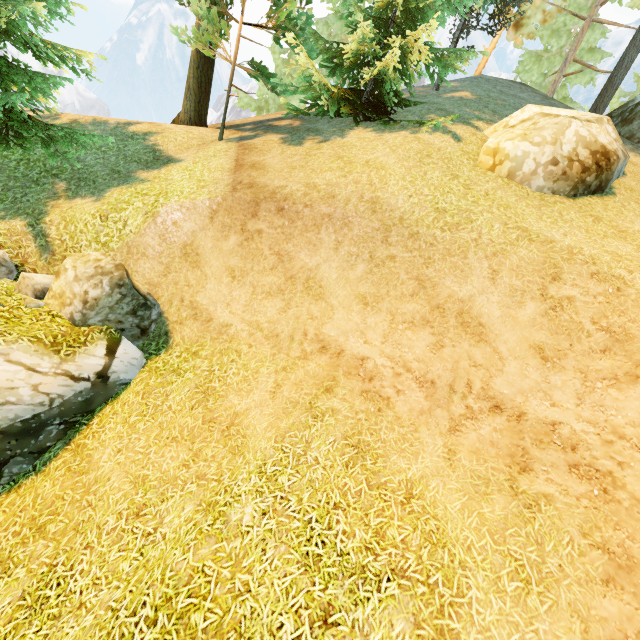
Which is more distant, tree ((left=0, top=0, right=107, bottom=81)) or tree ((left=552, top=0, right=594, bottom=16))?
tree ((left=552, top=0, right=594, bottom=16))

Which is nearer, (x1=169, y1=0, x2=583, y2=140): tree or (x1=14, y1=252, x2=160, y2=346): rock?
(x1=14, y1=252, x2=160, y2=346): rock

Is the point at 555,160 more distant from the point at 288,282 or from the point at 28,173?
the point at 28,173

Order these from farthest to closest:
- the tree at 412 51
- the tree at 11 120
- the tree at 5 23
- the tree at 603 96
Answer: the tree at 603 96 < the tree at 412 51 < the tree at 11 120 < the tree at 5 23

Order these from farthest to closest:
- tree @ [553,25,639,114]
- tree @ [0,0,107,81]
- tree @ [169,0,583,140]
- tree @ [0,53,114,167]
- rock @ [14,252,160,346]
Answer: tree @ [553,25,639,114]
tree @ [169,0,583,140]
tree @ [0,53,114,167]
tree @ [0,0,107,81]
rock @ [14,252,160,346]

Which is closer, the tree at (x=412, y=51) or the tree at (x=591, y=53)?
the tree at (x=412, y=51)

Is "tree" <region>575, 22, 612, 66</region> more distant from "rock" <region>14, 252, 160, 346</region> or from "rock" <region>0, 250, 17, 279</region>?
"rock" <region>14, 252, 160, 346</region>

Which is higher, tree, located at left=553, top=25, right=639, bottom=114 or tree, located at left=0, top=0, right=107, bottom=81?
tree, located at left=553, top=25, right=639, bottom=114
